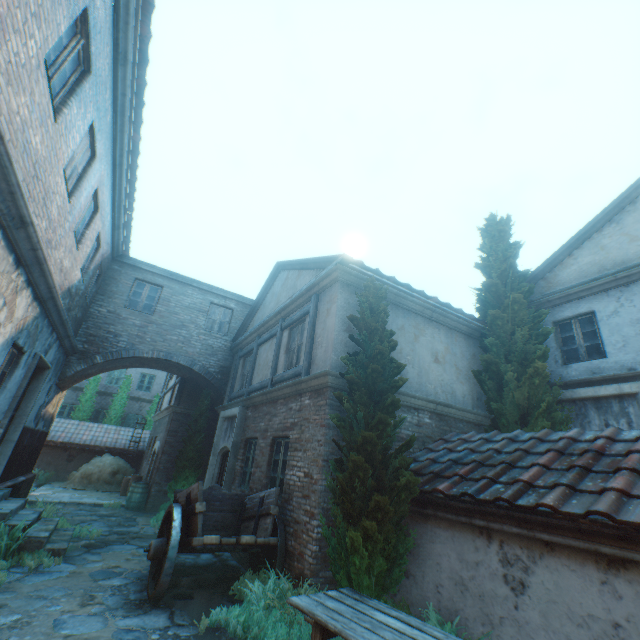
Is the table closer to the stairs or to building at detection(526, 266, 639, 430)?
the stairs

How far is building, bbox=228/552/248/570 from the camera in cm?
715

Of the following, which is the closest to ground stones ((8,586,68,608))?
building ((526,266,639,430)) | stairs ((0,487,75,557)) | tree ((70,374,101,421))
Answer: stairs ((0,487,75,557))

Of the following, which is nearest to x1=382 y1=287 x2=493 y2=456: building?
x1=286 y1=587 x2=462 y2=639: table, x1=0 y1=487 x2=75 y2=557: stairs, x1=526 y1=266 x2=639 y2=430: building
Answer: x1=0 y1=487 x2=75 y2=557: stairs

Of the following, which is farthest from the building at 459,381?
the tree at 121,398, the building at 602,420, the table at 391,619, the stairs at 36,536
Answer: the tree at 121,398

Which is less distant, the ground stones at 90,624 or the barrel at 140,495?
the ground stones at 90,624

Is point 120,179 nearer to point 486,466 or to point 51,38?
point 51,38

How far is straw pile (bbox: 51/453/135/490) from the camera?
15.4 meters
